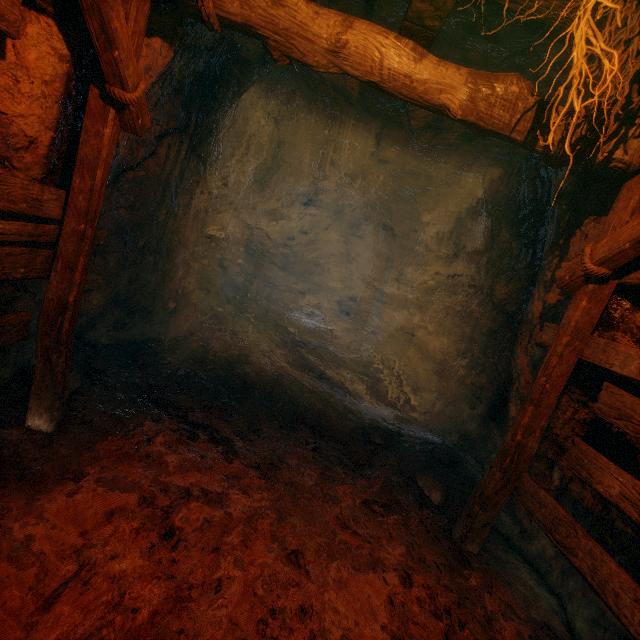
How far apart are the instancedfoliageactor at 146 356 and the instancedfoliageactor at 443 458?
4.29m

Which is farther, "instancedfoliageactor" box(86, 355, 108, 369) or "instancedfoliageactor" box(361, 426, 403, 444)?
"instancedfoliageactor" box(361, 426, 403, 444)

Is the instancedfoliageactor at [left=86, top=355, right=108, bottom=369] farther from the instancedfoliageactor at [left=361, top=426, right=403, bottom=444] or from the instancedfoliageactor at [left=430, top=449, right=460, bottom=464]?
the instancedfoliageactor at [left=430, top=449, right=460, bottom=464]

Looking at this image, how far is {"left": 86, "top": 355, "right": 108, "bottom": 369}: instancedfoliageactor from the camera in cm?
404

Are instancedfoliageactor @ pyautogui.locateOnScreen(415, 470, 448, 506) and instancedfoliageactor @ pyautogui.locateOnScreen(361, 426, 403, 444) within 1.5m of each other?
yes

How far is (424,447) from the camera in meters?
4.8 m

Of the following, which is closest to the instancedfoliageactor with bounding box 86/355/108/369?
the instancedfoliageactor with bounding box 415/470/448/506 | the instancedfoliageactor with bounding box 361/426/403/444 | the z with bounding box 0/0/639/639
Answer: the z with bounding box 0/0/639/639

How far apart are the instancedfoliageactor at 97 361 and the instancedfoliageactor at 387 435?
3.6 meters
